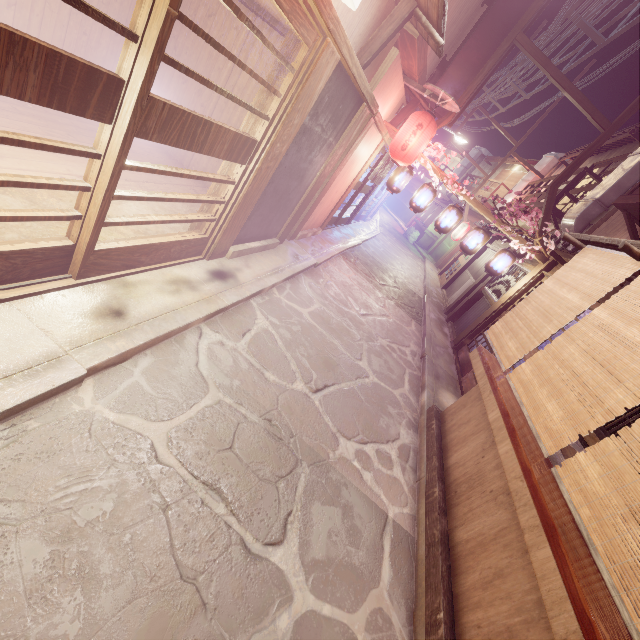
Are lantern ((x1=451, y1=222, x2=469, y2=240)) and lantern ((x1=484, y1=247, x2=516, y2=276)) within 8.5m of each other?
no

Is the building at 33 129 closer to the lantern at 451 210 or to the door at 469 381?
the lantern at 451 210

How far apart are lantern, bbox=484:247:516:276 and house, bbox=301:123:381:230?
7.3m

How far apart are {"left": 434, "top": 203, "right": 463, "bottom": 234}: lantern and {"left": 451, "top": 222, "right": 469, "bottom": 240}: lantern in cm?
2116

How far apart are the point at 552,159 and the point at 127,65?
42.2m

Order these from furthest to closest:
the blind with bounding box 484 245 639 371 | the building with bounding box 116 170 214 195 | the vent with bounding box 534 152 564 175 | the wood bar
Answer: the vent with bounding box 534 152 564 175, the building with bounding box 116 170 214 195, the blind with bounding box 484 245 639 371, the wood bar

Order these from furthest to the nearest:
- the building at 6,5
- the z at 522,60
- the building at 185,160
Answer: the z at 522,60 → the building at 185,160 → the building at 6,5

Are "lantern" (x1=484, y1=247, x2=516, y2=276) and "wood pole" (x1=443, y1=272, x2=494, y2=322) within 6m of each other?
yes
